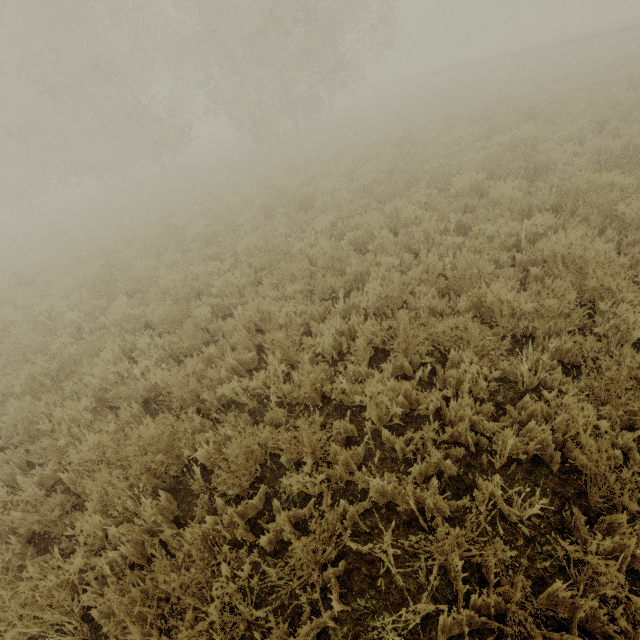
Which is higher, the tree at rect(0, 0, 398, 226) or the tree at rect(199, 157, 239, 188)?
the tree at rect(0, 0, 398, 226)

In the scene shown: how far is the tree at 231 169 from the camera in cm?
1505

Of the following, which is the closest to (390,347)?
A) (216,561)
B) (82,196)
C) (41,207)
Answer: (216,561)

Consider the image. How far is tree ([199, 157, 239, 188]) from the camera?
15.1m

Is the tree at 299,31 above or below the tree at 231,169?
above
